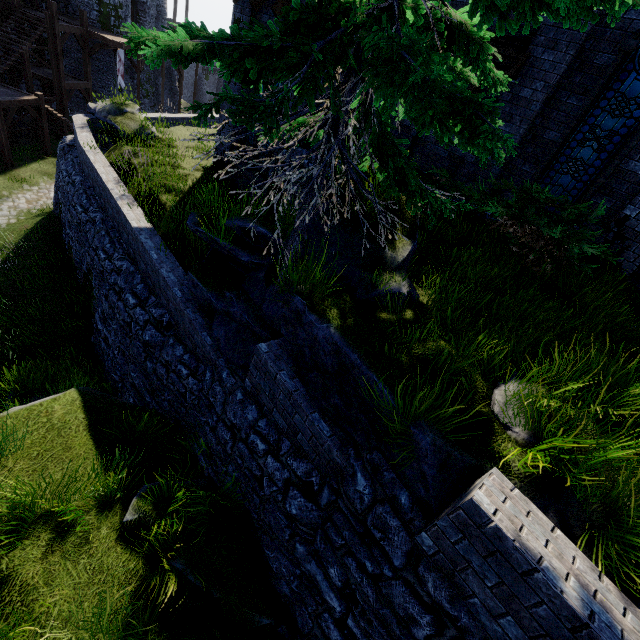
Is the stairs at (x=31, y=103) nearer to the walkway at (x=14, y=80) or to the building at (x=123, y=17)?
the walkway at (x=14, y=80)

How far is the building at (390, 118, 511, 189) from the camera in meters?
8.6

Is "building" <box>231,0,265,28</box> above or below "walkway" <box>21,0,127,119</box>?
above

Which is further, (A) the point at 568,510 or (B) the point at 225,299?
(B) the point at 225,299

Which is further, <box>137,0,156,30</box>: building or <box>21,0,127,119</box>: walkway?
<box>137,0,156,30</box>: building

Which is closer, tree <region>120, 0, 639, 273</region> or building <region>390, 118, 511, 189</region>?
tree <region>120, 0, 639, 273</region>

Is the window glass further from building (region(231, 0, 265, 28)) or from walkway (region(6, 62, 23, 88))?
walkway (region(6, 62, 23, 88))

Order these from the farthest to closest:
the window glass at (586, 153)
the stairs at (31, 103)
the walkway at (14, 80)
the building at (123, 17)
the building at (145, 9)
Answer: the building at (145, 9), the building at (123, 17), the walkway at (14, 80), the stairs at (31, 103), the window glass at (586, 153)
